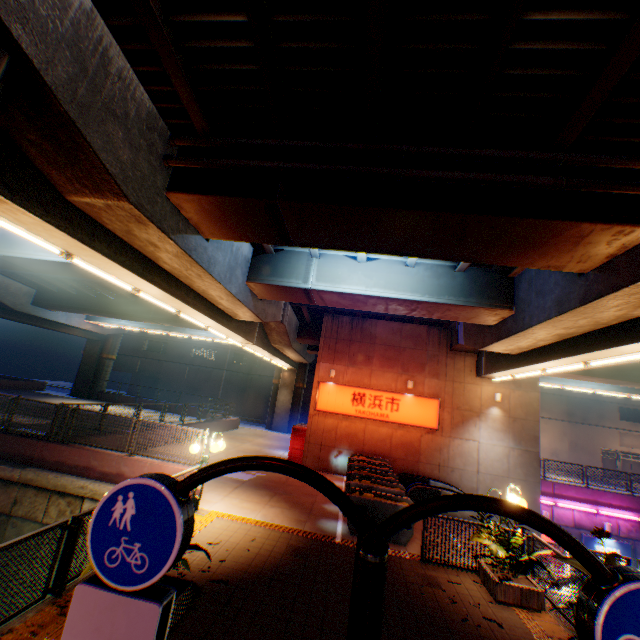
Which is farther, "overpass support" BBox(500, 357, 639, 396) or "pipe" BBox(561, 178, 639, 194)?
"overpass support" BBox(500, 357, 639, 396)

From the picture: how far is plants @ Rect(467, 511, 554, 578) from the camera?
7.4m

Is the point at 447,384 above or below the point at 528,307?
below

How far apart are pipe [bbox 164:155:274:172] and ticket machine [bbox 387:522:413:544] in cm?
882

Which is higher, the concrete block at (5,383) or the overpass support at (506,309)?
the overpass support at (506,309)

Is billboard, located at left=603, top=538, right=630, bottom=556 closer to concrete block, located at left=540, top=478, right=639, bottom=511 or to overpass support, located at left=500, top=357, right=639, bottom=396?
concrete block, located at left=540, top=478, right=639, bottom=511

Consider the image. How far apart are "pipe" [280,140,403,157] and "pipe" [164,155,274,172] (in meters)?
0.32

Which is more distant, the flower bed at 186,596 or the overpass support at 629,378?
the overpass support at 629,378
